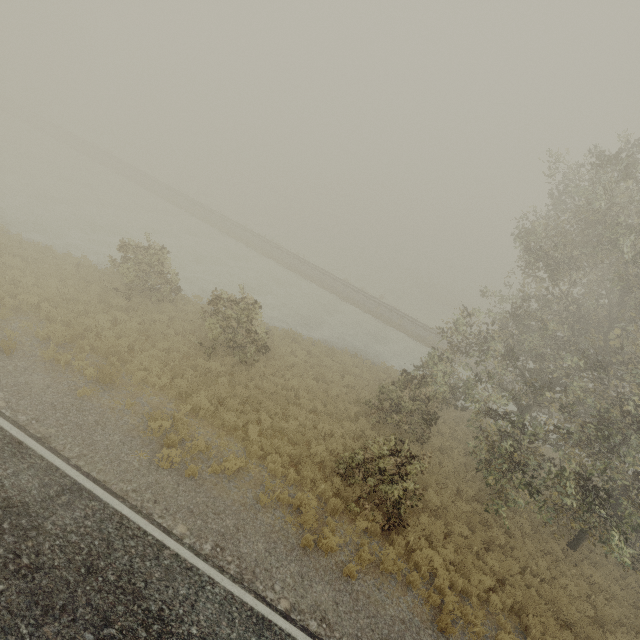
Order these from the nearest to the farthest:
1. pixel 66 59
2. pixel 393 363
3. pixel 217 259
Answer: pixel 393 363
pixel 217 259
pixel 66 59
